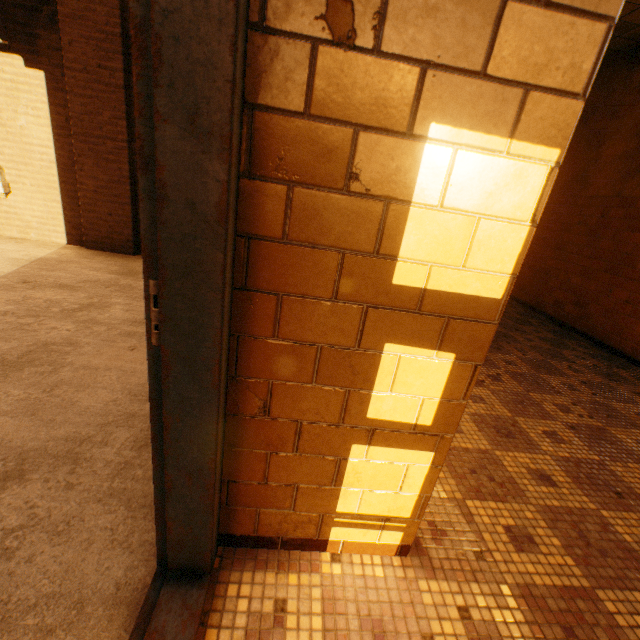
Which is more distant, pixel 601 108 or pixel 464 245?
pixel 601 108
